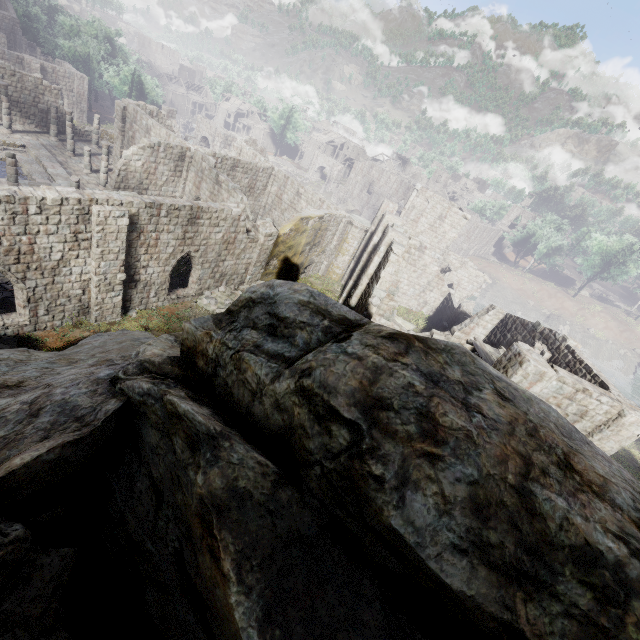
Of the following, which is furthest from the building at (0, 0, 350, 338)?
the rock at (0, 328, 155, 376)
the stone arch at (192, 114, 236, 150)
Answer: the stone arch at (192, 114, 236, 150)

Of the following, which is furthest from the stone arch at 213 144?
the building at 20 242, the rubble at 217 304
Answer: the rubble at 217 304

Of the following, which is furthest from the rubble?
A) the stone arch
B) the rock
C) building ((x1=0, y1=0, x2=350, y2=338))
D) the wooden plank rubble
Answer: the stone arch

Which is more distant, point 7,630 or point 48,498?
point 48,498

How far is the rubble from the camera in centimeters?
2083cm

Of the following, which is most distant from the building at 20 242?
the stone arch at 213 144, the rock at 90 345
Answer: the stone arch at 213 144

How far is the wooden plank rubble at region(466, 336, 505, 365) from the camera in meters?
15.6 m

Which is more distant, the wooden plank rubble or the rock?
the wooden plank rubble
